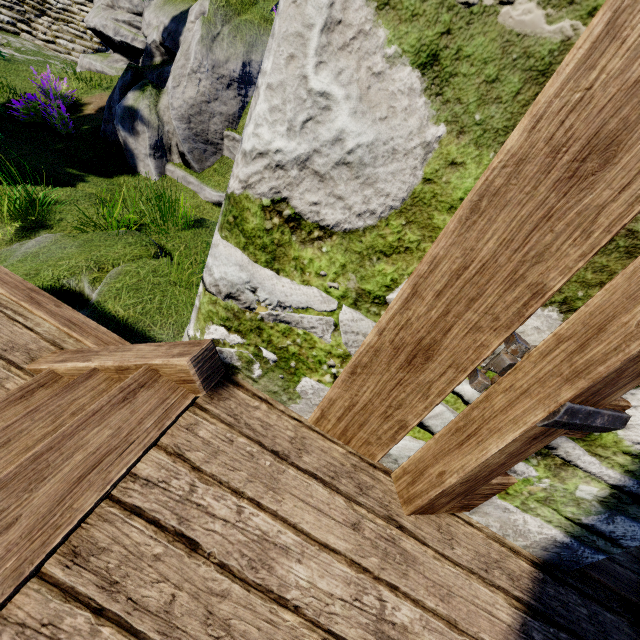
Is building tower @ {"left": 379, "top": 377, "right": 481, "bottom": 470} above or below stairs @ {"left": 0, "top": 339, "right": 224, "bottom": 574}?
above

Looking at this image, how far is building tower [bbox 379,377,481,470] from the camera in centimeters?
133cm

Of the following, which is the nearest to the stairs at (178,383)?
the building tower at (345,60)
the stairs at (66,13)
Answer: the building tower at (345,60)

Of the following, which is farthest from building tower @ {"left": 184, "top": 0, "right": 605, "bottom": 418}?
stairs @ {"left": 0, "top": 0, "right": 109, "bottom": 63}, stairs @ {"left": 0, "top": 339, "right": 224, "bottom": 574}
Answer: stairs @ {"left": 0, "top": 0, "right": 109, "bottom": 63}

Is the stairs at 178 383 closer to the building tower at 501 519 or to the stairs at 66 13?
the building tower at 501 519

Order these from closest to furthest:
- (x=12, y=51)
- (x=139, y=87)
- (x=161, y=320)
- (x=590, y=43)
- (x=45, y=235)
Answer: (x=590, y=43) → (x=161, y=320) → (x=45, y=235) → (x=139, y=87) → (x=12, y=51)

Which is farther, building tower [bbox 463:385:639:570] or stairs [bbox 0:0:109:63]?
stairs [bbox 0:0:109:63]

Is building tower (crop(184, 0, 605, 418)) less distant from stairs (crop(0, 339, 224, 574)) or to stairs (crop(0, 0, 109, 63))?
stairs (crop(0, 339, 224, 574))
